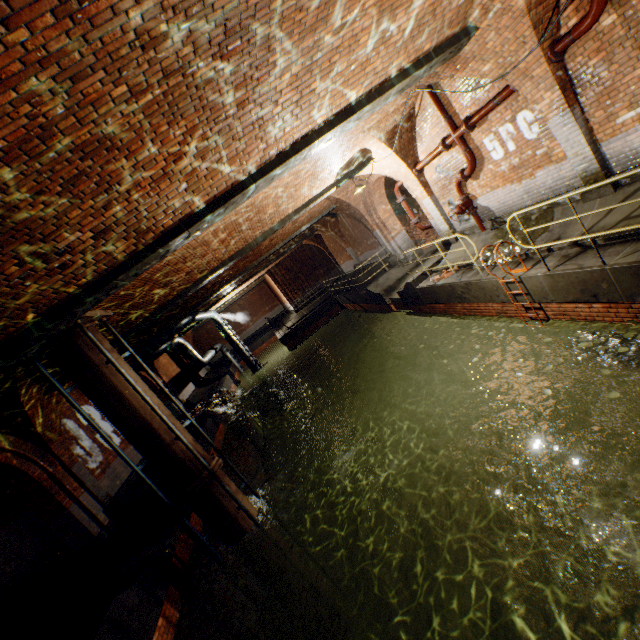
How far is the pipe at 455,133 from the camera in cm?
830

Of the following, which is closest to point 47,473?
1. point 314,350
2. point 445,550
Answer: point 445,550

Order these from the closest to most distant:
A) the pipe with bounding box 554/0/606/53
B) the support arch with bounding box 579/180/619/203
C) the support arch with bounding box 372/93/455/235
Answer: the pipe with bounding box 554/0/606/53 < the support arch with bounding box 579/180/619/203 < the support arch with bounding box 372/93/455/235

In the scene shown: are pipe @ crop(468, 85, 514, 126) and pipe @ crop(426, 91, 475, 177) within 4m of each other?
yes

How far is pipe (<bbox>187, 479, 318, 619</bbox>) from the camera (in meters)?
7.11

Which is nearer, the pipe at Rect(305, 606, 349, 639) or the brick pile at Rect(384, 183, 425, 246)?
the pipe at Rect(305, 606, 349, 639)

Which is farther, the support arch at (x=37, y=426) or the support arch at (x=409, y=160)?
the support arch at (x=409, y=160)

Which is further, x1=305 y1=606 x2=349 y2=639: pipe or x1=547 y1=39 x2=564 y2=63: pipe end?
x1=305 y1=606 x2=349 y2=639: pipe
